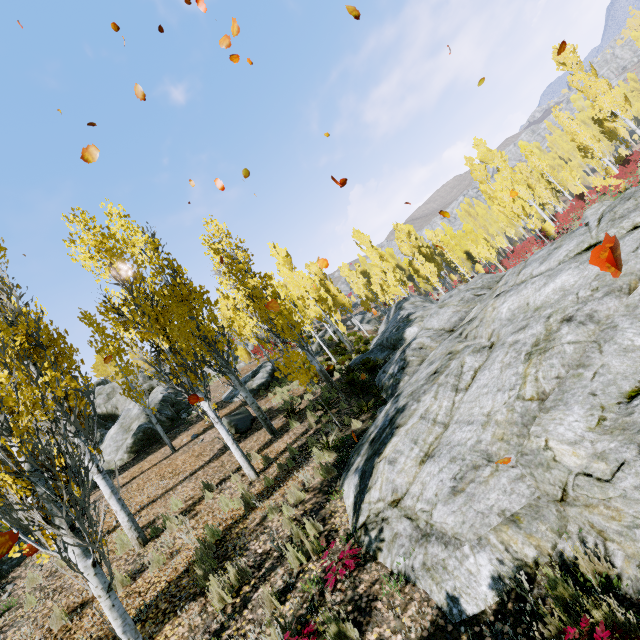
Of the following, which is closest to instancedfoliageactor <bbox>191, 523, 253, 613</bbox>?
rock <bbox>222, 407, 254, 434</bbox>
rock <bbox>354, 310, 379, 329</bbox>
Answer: rock <bbox>354, 310, 379, 329</bbox>

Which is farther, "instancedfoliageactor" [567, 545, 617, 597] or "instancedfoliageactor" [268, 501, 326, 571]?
"instancedfoliageactor" [268, 501, 326, 571]

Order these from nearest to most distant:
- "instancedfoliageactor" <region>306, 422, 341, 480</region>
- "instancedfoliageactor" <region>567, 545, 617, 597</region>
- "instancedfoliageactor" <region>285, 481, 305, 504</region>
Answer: "instancedfoliageactor" <region>567, 545, 617, 597</region> → "instancedfoliageactor" <region>285, 481, 305, 504</region> → "instancedfoliageactor" <region>306, 422, 341, 480</region>

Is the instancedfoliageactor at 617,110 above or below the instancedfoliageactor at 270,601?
above

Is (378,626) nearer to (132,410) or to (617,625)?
(617,625)

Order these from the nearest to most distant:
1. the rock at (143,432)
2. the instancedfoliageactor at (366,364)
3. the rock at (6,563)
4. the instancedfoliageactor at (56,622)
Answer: the instancedfoliageactor at (56,622)
the rock at (6,563)
the instancedfoliageactor at (366,364)
the rock at (143,432)

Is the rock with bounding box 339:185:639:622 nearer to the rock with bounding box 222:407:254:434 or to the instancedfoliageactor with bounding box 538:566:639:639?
the instancedfoliageactor with bounding box 538:566:639:639
